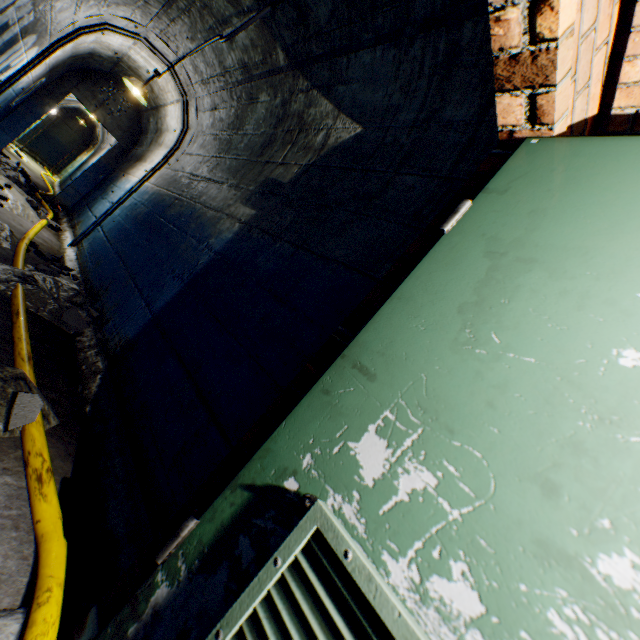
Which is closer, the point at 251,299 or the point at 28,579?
the point at 28,579

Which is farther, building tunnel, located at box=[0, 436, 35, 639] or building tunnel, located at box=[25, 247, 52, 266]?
building tunnel, located at box=[25, 247, 52, 266]

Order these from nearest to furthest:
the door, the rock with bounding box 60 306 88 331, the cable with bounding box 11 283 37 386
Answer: the door < the cable with bounding box 11 283 37 386 < the rock with bounding box 60 306 88 331

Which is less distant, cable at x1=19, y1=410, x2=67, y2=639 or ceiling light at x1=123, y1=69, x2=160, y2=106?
cable at x1=19, y1=410, x2=67, y2=639

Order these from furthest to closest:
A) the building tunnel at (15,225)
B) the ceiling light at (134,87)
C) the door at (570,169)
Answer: the ceiling light at (134,87) → the building tunnel at (15,225) → the door at (570,169)

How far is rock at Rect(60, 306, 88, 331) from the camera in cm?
262

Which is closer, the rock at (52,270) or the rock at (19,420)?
the rock at (19,420)

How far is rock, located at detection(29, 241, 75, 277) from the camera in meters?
3.2
